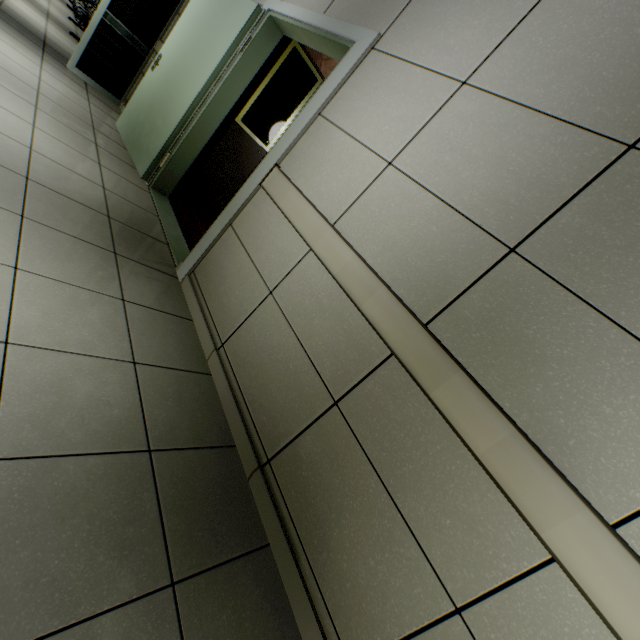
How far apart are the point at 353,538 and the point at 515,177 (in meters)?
1.61

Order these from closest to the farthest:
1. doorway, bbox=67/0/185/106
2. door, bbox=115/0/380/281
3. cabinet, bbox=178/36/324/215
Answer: door, bbox=115/0/380/281
cabinet, bbox=178/36/324/215
doorway, bbox=67/0/185/106

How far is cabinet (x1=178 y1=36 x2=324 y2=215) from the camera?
3.6 meters

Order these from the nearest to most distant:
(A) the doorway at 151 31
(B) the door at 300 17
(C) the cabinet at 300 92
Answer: (B) the door at 300 17 → (C) the cabinet at 300 92 → (A) the doorway at 151 31

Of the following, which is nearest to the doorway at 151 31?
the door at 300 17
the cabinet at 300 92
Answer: the door at 300 17

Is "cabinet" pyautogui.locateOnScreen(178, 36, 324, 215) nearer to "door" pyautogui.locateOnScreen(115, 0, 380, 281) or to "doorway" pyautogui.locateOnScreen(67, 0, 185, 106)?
"door" pyautogui.locateOnScreen(115, 0, 380, 281)

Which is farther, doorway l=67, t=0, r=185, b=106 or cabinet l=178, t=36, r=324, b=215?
doorway l=67, t=0, r=185, b=106
